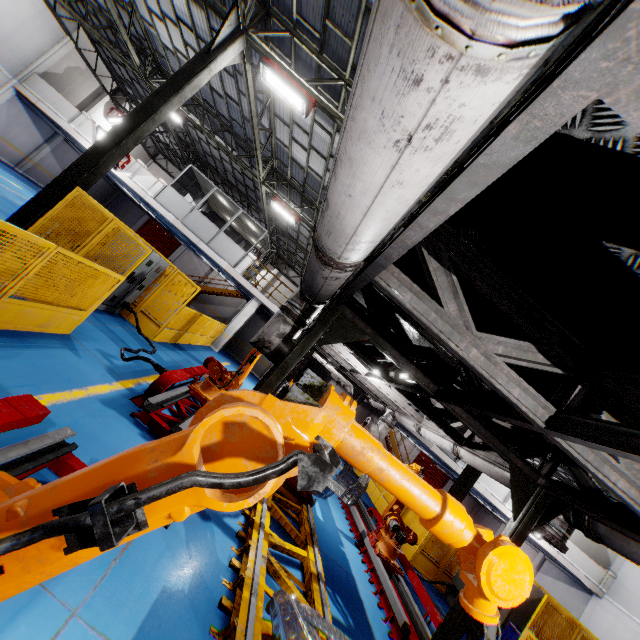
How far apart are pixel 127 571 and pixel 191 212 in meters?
18.7 m

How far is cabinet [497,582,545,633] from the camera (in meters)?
8.32

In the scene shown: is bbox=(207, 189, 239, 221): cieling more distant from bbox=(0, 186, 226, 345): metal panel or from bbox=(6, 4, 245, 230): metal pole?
bbox=(6, 4, 245, 230): metal pole

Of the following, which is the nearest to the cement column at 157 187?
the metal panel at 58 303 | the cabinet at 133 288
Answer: the metal panel at 58 303

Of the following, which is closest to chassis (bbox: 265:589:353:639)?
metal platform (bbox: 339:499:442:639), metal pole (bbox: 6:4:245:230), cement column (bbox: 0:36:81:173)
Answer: metal platform (bbox: 339:499:442:639)

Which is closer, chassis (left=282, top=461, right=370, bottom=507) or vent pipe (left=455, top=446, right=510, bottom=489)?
vent pipe (left=455, top=446, right=510, bottom=489)

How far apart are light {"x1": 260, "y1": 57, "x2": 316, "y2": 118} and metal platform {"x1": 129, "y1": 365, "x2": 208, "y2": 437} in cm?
740

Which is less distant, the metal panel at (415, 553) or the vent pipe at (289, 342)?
the vent pipe at (289, 342)
